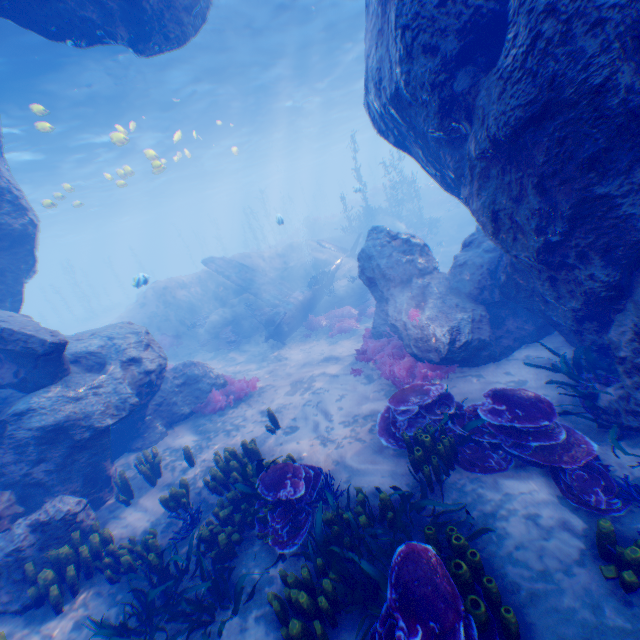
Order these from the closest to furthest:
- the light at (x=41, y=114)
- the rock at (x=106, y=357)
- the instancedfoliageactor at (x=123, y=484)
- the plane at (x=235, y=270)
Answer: the rock at (x=106, y=357) → the instancedfoliageactor at (x=123, y=484) → the light at (x=41, y=114) → the plane at (x=235, y=270)

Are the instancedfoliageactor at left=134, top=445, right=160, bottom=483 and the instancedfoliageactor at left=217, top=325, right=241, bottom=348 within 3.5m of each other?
no

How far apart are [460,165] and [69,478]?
10.5 meters

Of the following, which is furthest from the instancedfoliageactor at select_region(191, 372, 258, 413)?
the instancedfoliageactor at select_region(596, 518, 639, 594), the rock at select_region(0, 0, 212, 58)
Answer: the instancedfoliageactor at select_region(596, 518, 639, 594)

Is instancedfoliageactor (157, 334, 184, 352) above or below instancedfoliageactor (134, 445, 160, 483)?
above

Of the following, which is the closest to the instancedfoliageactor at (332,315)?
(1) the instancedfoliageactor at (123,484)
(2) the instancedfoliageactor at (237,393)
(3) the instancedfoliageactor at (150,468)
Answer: (2) the instancedfoliageactor at (237,393)

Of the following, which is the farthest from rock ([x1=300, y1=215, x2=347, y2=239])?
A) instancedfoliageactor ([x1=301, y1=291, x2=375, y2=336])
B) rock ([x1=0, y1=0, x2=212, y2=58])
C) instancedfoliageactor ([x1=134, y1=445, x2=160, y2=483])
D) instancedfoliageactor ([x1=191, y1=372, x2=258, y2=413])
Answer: instancedfoliageactor ([x1=134, y1=445, x2=160, y2=483])

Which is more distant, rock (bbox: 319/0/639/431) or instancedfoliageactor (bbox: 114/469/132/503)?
instancedfoliageactor (bbox: 114/469/132/503)
